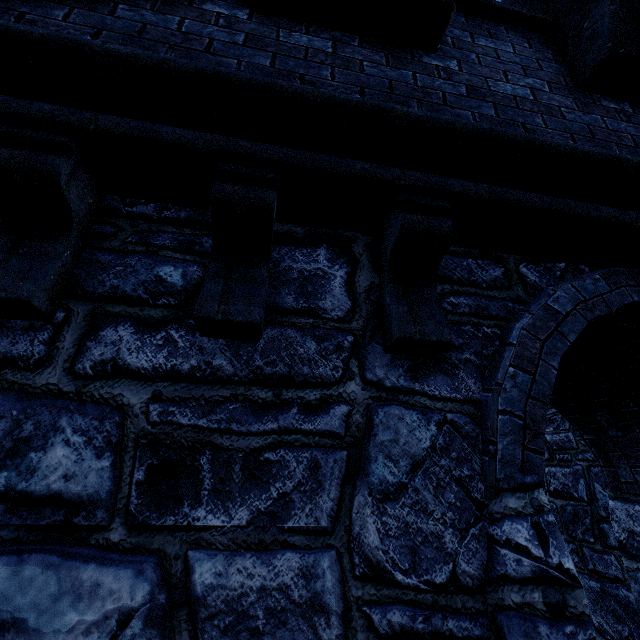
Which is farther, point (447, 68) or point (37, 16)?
point (447, 68)
